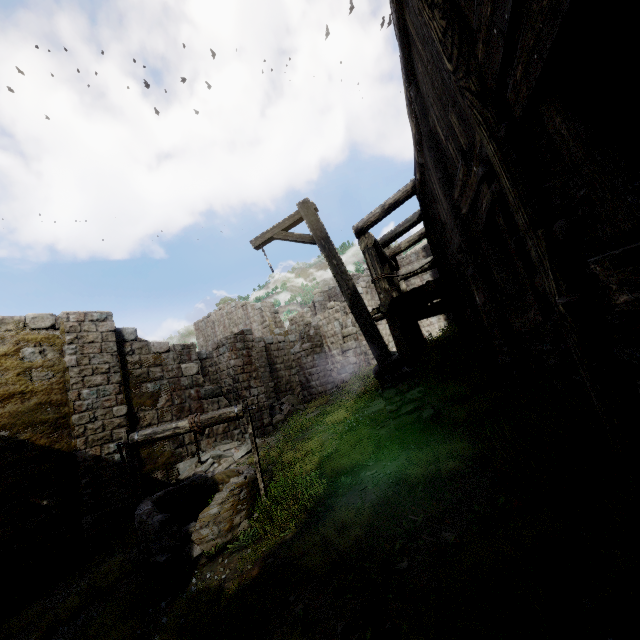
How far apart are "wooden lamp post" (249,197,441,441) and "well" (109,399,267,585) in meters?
2.4

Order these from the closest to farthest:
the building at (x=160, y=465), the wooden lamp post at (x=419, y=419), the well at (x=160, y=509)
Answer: the well at (x=160, y=509), the wooden lamp post at (x=419, y=419), the building at (x=160, y=465)

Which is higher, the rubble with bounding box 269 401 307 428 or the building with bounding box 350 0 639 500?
the building with bounding box 350 0 639 500

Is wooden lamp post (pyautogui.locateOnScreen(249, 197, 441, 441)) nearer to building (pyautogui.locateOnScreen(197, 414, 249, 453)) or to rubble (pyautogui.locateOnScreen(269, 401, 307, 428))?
building (pyautogui.locateOnScreen(197, 414, 249, 453))

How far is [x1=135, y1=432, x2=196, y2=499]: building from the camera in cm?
984

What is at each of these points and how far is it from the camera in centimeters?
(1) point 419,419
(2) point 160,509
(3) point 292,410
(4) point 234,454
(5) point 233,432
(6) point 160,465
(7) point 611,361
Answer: (1) wooden lamp post, 522cm
(2) well, 566cm
(3) rubble, 1440cm
(4) rubble, 1091cm
(5) building, 1248cm
(6) building, 1023cm
(7) building, 188cm

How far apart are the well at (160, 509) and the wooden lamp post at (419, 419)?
2.4m

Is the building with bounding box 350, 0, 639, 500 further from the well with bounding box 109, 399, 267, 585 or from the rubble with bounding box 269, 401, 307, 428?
the well with bounding box 109, 399, 267, 585
